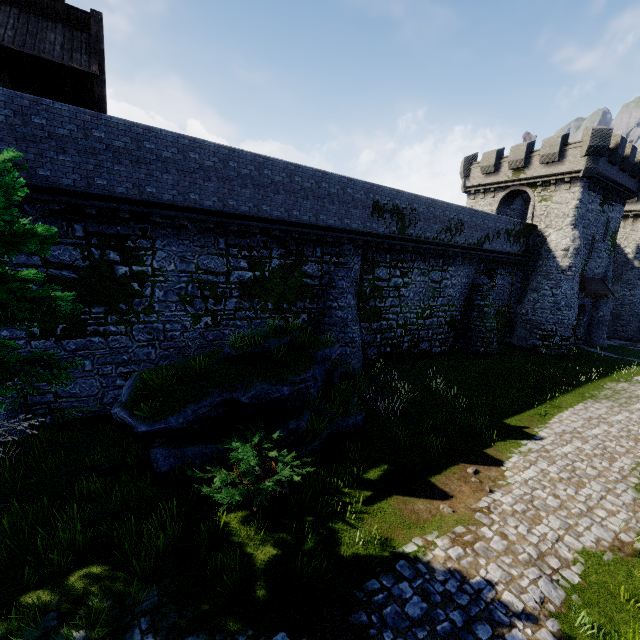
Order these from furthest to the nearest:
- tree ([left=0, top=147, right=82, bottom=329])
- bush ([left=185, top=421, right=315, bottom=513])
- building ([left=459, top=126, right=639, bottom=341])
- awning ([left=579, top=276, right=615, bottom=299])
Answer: awning ([left=579, top=276, right=615, bottom=299])
building ([left=459, top=126, right=639, bottom=341])
bush ([left=185, top=421, right=315, bottom=513])
tree ([left=0, top=147, right=82, bottom=329])

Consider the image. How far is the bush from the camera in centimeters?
708cm

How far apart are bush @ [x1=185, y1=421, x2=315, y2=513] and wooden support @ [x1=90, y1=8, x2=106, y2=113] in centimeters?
1117cm

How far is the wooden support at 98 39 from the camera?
10.7 meters

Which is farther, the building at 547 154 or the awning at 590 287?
the awning at 590 287

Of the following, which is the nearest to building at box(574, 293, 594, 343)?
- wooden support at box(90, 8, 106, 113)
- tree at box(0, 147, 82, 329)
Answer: wooden support at box(90, 8, 106, 113)

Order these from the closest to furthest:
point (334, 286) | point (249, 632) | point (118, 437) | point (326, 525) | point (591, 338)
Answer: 1. point (249, 632)
2. point (326, 525)
3. point (118, 437)
4. point (334, 286)
5. point (591, 338)

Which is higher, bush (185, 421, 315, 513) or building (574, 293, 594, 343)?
building (574, 293, 594, 343)
